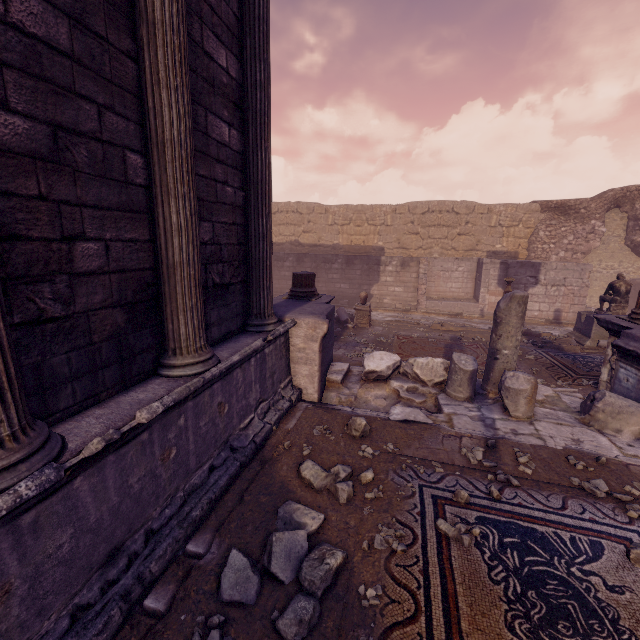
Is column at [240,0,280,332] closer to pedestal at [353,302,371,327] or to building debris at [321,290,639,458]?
building debris at [321,290,639,458]

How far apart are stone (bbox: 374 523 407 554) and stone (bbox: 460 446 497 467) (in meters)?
1.44

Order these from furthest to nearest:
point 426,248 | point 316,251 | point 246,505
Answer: point 316,251
point 426,248
point 246,505

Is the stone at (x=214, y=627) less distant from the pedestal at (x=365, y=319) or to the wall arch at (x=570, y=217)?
the pedestal at (x=365, y=319)

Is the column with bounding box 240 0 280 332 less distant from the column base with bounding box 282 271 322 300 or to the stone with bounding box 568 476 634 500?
the column base with bounding box 282 271 322 300

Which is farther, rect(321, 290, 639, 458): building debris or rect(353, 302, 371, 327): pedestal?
rect(353, 302, 371, 327): pedestal

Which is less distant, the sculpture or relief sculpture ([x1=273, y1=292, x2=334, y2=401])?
relief sculpture ([x1=273, y1=292, x2=334, y2=401])

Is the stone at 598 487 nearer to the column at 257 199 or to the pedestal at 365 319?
the column at 257 199
